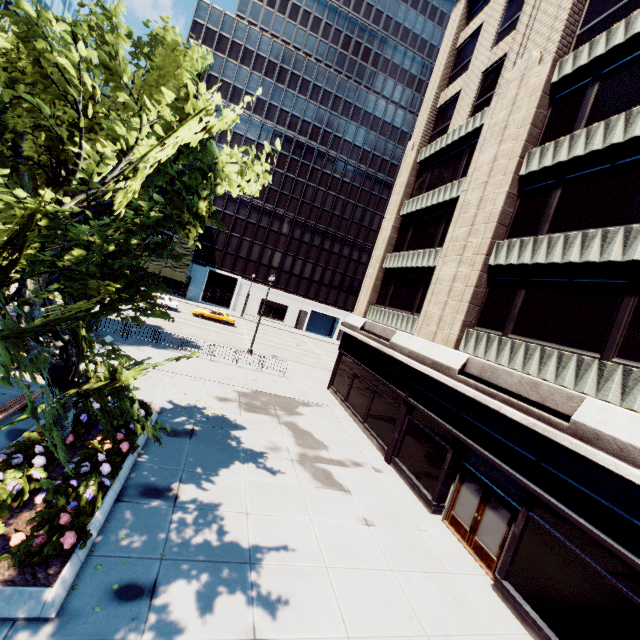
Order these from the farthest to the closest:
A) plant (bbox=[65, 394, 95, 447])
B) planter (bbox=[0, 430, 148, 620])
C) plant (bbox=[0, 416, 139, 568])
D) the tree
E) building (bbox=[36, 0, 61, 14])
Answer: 1. building (bbox=[36, 0, 61, 14])
2. plant (bbox=[65, 394, 95, 447])
3. plant (bbox=[0, 416, 139, 568])
4. planter (bbox=[0, 430, 148, 620])
5. the tree

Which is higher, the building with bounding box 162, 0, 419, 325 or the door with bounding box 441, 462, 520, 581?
the building with bounding box 162, 0, 419, 325

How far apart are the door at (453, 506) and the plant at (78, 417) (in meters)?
12.68

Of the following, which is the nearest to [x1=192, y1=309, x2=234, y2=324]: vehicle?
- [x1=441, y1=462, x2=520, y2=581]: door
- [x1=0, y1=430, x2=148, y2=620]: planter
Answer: [x1=0, y1=430, x2=148, y2=620]: planter

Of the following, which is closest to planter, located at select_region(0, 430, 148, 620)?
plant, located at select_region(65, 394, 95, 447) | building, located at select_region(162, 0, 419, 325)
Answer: plant, located at select_region(65, 394, 95, 447)

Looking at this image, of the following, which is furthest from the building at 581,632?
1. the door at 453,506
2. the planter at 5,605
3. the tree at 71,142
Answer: the planter at 5,605

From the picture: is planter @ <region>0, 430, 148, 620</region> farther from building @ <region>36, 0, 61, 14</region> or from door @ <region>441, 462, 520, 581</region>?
building @ <region>36, 0, 61, 14</region>

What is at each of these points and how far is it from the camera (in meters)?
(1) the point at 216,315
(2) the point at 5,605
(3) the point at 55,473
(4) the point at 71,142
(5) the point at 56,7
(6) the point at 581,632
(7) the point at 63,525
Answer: (1) vehicle, 40.22
(2) planter, 5.26
(3) planter, 8.23
(4) tree, 8.12
(5) building, 59.22
(6) building, 7.36
(7) plant, 6.57
